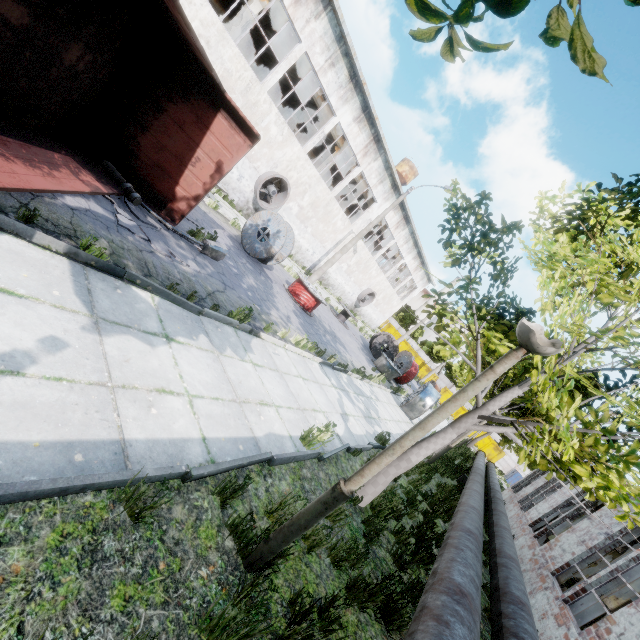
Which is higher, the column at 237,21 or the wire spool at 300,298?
the column at 237,21

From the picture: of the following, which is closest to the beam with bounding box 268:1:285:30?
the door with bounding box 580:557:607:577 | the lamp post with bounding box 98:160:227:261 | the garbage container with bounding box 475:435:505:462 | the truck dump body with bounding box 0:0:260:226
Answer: the lamp post with bounding box 98:160:227:261

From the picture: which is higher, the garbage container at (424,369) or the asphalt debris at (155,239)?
the garbage container at (424,369)

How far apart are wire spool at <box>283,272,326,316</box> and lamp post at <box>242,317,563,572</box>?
11.5m

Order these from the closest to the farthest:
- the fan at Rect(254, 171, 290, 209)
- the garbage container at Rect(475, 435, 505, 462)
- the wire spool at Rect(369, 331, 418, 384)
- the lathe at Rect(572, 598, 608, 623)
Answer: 1. the lathe at Rect(572, 598, 608, 623)
2. the fan at Rect(254, 171, 290, 209)
3. the wire spool at Rect(369, 331, 418, 384)
4. the garbage container at Rect(475, 435, 505, 462)

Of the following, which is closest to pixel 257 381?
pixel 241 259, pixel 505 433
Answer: pixel 505 433

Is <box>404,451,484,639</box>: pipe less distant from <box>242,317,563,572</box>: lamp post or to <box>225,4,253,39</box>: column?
<box>242,317,563,572</box>: lamp post

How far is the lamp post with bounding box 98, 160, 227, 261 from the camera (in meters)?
6.87
